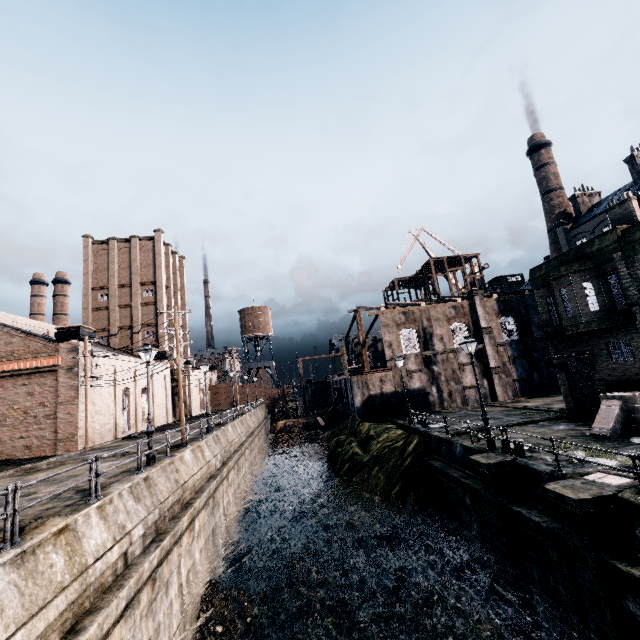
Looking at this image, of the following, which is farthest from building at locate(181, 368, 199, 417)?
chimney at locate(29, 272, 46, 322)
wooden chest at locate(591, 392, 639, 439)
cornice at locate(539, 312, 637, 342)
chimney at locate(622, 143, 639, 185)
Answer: chimney at locate(622, 143, 639, 185)

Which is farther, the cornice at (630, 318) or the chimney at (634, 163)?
the chimney at (634, 163)

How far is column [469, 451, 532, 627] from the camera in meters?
13.1

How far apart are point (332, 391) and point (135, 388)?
31.65m

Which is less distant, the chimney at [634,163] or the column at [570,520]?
the column at [570,520]

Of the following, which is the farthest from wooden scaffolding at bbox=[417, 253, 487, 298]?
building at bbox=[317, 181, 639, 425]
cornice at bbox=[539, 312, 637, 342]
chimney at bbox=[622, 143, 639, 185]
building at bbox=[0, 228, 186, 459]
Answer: building at bbox=[0, 228, 186, 459]

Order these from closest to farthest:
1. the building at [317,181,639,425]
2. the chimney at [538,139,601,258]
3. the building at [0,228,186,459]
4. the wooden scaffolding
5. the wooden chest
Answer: the wooden chest
the building at [317,181,639,425]
the building at [0,228,186,459]
the chimney at [538,139,601,258]
the wooden scaffolding

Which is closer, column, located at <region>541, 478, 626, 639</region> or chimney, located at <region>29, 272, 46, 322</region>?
column, located at <region>541, 478, 626, 639</region>
